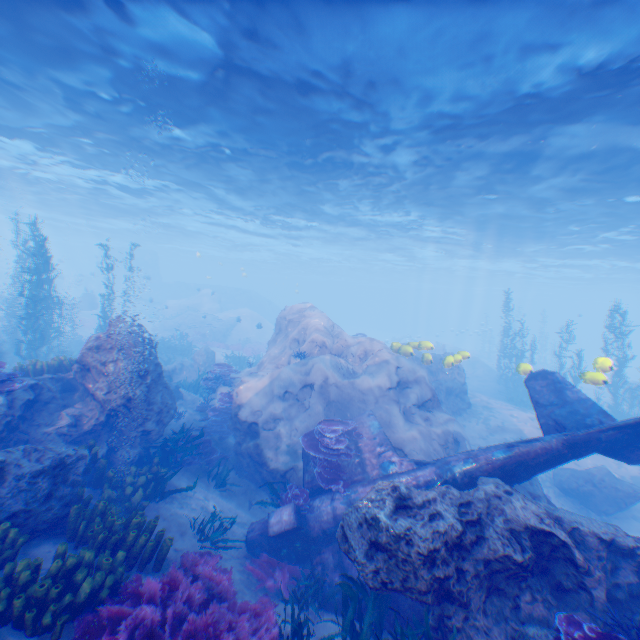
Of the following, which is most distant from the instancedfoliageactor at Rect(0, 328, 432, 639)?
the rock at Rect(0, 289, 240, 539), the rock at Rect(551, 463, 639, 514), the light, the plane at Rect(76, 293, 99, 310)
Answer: the rock at Rect(551, 463, 639, 514)

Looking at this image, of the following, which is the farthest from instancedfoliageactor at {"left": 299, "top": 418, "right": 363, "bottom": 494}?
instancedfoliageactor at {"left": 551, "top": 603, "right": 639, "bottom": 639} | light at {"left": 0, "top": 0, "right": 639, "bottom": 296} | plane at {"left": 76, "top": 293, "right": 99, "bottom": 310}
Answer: plane at {"left": 76, "top": 293, "right": 99, "bottom": 310}

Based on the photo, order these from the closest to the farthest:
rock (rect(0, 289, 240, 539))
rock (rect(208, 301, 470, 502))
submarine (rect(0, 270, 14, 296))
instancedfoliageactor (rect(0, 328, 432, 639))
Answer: instancedfoliageactor (rect(0, 328, 432, 639))
rock (rect(0, 289, 240, 539))
rock (rect(208, 301, 470, 502))
submarine (rect(0, 270, 14, 296))

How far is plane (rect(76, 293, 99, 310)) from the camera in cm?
3178

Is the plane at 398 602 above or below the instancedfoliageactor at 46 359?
below

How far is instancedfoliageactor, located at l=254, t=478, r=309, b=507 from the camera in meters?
8.4 m

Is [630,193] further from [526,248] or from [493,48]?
[526,248]

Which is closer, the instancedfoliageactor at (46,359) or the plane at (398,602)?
the plane at (398,602)
